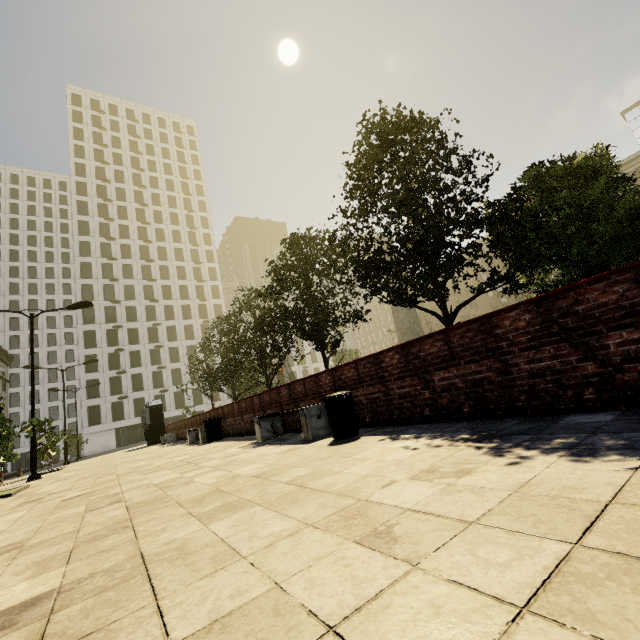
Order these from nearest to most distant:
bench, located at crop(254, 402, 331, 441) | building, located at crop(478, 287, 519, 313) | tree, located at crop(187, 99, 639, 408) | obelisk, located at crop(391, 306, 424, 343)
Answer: bench, located at crop(254, 402, 331, 441), tree, located at crop(187, 99, 639, 408), obelisk, located at crop(391, 306, 424, 343), building, located at crop(478, 287, 519, 313)

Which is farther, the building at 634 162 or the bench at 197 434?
the building at 634 162

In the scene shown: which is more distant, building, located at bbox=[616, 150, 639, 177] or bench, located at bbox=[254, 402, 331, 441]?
building, located at bbox=[616, 150, 639, 177]

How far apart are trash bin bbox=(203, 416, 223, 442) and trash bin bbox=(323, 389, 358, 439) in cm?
809

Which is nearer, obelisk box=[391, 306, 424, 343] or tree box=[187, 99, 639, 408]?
tree box=[187, 99, 639, 408]

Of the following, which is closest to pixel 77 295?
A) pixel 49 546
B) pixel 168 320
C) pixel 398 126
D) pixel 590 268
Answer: pixel 168 320

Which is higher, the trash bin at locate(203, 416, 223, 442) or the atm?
the atm

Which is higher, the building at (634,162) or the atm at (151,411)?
the building at (634,162)
